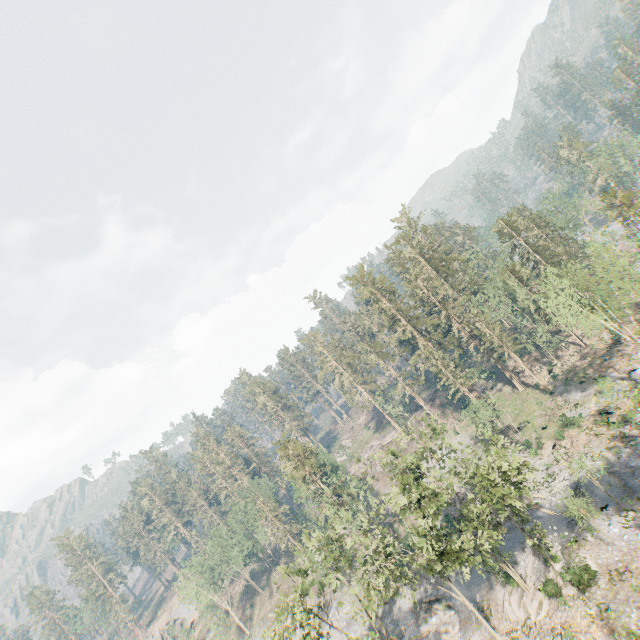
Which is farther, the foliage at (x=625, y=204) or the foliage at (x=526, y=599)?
the foliage at (x=625, y=204)

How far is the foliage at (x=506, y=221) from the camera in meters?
58.6 m

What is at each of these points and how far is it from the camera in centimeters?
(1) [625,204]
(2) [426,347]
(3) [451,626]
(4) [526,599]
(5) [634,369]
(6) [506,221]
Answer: (1) foliage, 4775cm
(2) foliage, 5609cm
(3) foliage, 3441cm
(4) foliage, 3094cm
(5) foliage, 4281cm
(6) foliage, 5866cm

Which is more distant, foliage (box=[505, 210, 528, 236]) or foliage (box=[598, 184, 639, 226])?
foliage (box=[505, 210, 528, 236])

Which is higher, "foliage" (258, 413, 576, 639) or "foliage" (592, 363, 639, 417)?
Result: "foliage" (592, 363, 639, 417)

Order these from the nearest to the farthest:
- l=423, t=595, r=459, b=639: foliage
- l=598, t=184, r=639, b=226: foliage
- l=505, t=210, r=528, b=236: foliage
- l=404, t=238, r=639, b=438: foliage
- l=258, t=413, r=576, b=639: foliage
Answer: l=258, t=413, r=576, b=639: foliage, l=423, t=595, r=459, b=639: foliage, l=404, t=238, r=639, b=438: foliage, l=598, t=184, r=639, b=226: foliage, l=505, t=210, r=528, b=236: foliage
